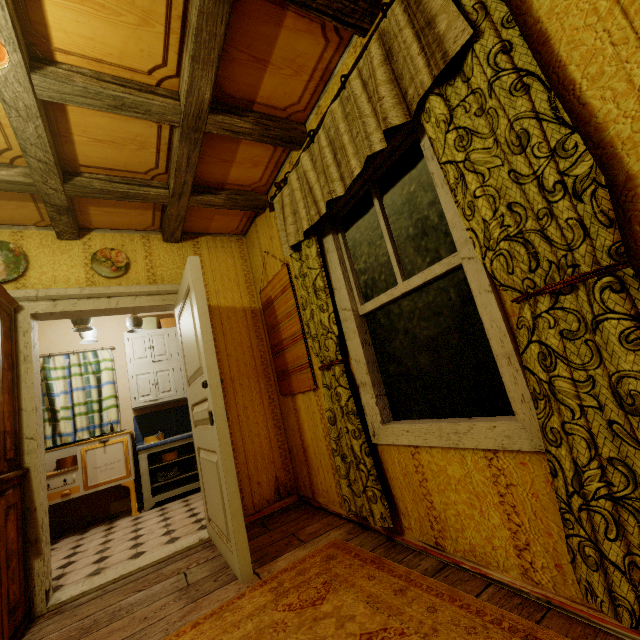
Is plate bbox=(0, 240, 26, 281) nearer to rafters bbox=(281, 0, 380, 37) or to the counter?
rafters bbox=(281, 0, 380, 37)

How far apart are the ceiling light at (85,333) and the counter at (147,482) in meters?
1.4

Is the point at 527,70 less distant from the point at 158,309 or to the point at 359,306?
the point at 359,306

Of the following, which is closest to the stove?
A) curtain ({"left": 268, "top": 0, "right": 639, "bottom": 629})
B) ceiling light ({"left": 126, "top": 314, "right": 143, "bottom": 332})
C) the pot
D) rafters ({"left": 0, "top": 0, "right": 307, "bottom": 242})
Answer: the pot

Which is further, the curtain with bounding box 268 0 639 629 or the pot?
the pot

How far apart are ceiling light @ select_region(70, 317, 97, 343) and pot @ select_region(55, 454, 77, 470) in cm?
152

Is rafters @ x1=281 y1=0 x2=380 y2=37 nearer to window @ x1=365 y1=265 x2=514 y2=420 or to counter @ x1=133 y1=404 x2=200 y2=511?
window @ x1=365 y1=265 x2=514 y2=420

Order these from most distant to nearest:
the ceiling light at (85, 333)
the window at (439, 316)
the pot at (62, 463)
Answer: the pot at (62, 463) → the ceiling light at (85, 333) → the window at (439, 316)
